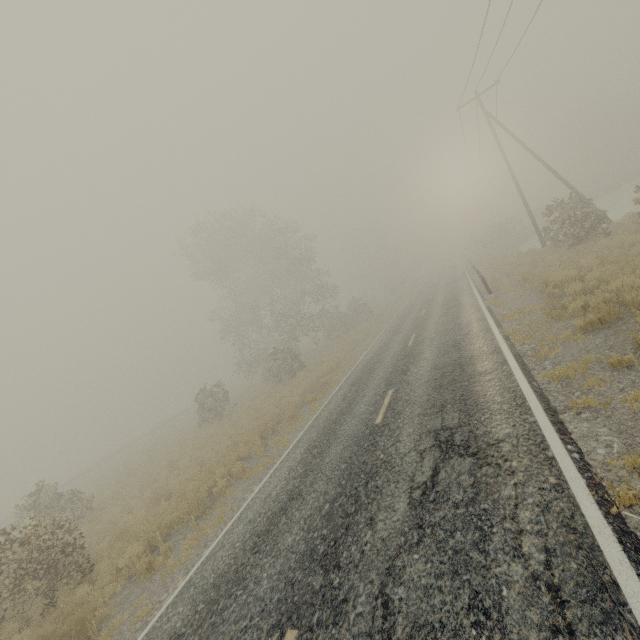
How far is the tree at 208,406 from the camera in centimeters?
2420cm

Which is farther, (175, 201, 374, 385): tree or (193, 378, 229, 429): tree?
(175, 201, 374, 385): tree

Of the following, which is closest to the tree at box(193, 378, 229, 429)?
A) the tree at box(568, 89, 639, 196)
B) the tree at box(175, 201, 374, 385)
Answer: the tree at box(175, 201, 374, 385)

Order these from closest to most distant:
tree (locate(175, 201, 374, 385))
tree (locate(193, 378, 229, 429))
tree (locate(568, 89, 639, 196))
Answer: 1. tree (locate(193, 378, 229, 429))
2. tree (locate(175, 201, 374, 385))
3. tree (locate(568, 89, 639, 196))

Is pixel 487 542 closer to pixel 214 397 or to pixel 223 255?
pixel 214 397

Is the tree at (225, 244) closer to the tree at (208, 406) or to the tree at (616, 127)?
the tree at (208, 406)

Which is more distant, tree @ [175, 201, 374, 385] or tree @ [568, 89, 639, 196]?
tree @ [568, 89, 639, 196]

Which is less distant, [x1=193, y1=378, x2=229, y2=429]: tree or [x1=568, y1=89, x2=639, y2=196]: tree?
[x1=193, y1=378, x2=229, y2=429]: tree
